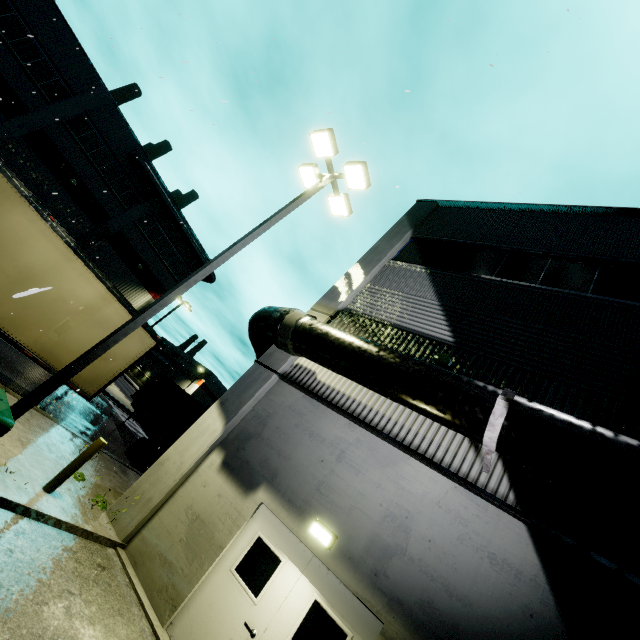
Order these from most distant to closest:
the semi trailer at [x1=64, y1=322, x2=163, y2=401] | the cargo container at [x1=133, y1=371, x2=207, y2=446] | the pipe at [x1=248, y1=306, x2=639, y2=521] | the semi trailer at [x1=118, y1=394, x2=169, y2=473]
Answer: the cargo container at [x1=133, y1=371, x2=207, y2=446], the semi trailer at [x1=118, y1=394, x2=169, y2=473], the semi trailer at [x1=64, y1=322, x2=163, y2=401], the pipe at [x1=248, y1=306, x2=639, y2=521]

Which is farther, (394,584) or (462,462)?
(462,462)

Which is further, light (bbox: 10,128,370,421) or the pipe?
light (bbox: 10,128,370,421)

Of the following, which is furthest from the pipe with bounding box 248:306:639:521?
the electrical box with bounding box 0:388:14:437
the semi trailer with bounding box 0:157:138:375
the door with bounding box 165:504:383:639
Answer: the electrical box with bounding box 0:388:14:437

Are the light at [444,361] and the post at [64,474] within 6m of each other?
no

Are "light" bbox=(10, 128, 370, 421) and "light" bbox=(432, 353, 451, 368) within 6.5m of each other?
yes

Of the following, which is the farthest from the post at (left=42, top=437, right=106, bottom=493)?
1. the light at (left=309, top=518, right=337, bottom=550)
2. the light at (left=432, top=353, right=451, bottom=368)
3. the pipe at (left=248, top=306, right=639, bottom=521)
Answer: the light at (left=432, top=353, right=451, bottom=368)

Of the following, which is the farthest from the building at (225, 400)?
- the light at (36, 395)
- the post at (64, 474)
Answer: the post at (64, 474)
